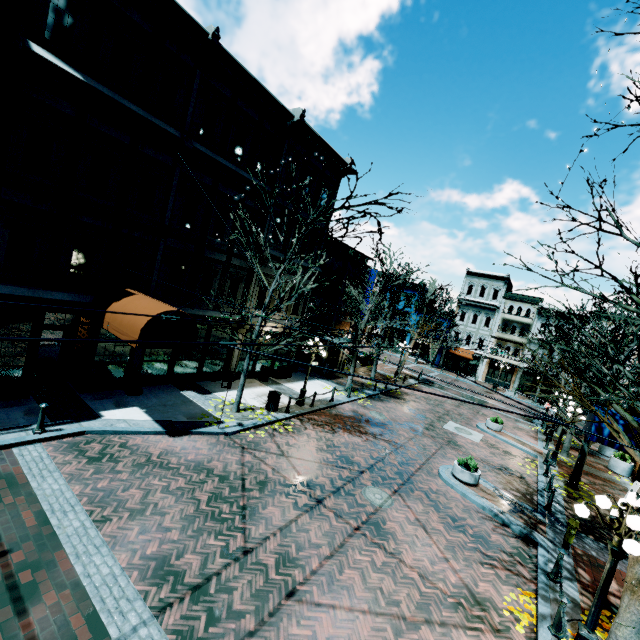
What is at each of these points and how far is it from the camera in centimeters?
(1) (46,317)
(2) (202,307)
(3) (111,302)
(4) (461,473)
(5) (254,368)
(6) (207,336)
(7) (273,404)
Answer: (1) building, 1182cm
(2) building, 1543cm
(3) awning, 1073cm
(4) planter, 1262cm
(5) building, 1881cm
(6) building, 1598cm
(7) garbage, 1470cm

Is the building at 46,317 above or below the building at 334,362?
above

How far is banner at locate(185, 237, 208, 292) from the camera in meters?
13.5

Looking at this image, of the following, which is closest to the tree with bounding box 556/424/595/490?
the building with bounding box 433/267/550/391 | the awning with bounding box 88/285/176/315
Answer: the awning with bounding box 88/285/176/315

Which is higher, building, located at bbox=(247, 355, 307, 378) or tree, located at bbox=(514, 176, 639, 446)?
tree, located at bbox=(514, 176, 639, 446)

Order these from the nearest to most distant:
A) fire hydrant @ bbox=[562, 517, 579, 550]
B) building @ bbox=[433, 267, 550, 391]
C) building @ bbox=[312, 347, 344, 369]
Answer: fire hydrant @ bbox=[562, 517, 579, 550], building @ bbox=[312, 347, 344, 369], building @ bbox=[433, 267, 550, 391]

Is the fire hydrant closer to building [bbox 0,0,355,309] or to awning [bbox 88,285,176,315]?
building [bbox 0,0,355,309]

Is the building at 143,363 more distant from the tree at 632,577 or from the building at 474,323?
the building at 474,323
